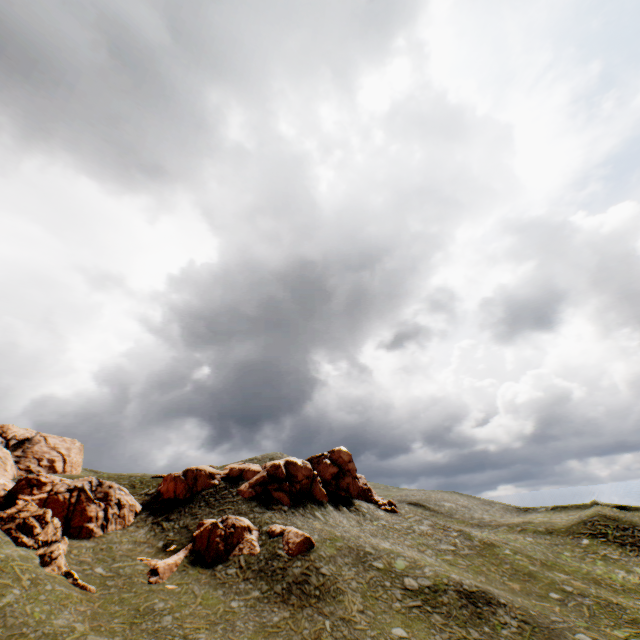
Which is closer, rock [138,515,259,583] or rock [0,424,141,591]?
rock [0,424,141,591]

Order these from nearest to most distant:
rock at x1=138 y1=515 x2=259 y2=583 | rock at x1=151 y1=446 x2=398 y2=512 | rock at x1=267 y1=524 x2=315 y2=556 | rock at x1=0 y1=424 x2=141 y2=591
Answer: rock at x1=0 y1=424 x2=141 y2=591, rock at x1=138 y1=515 x2=259 y2=583, rock at x1=267 y1=524 x2=315 y2=556, rock at x1=151 y1=446 x2=398 y2=512

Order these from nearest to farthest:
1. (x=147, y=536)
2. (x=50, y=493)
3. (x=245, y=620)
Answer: (x=245, y=620) → (x=50, y=493) → (x=147, y=536)

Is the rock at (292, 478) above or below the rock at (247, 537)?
above

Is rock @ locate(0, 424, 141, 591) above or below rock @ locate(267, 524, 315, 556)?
above

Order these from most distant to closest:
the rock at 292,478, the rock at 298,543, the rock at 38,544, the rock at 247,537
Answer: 1. the rock at 292,478
2. the rock at 298,543
3. the rock at 247,537
4. the rock at 38,544

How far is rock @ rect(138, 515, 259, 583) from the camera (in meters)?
28.42
